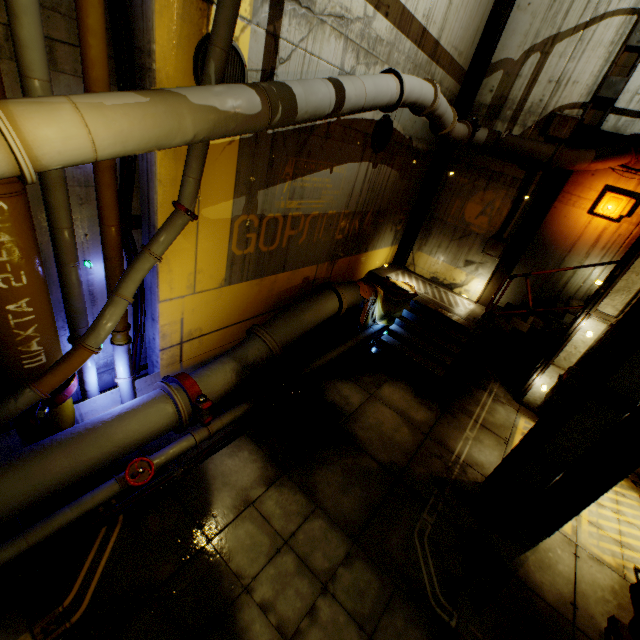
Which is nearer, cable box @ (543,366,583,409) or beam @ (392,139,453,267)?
cable box @ (543,366,583,409)

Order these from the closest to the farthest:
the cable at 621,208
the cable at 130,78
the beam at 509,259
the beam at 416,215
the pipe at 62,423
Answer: the pipe at 62,423 < the cable at 130,78 < the cable at 621,208 < the beam at 509,259 < the beam at 416,215

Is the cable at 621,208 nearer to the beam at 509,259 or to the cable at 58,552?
the beam at 509,259

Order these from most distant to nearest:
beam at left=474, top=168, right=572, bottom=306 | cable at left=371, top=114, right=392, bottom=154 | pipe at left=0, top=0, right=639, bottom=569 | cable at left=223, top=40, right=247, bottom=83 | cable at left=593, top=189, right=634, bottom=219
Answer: beam at left=474, top=168, right=572, bottom=306
cable at left=593, top=189, right=634, bottom=219
cable at left=371, top=114, right=392, bottom=154
cable at left=223, top=40, right=247, bottom=83
pipe at left=0, top=0, right=639, bottom=569

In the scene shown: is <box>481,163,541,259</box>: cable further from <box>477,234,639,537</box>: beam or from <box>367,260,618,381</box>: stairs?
<box>477,234,639,537</box>: beam

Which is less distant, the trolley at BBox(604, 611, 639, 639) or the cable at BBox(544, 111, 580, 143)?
the trolley at BBox(604, 611, 639, 639)

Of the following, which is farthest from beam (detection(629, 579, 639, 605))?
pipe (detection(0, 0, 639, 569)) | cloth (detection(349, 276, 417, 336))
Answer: cloth (detection(349, 276, 417, 336))

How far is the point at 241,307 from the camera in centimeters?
710cm
